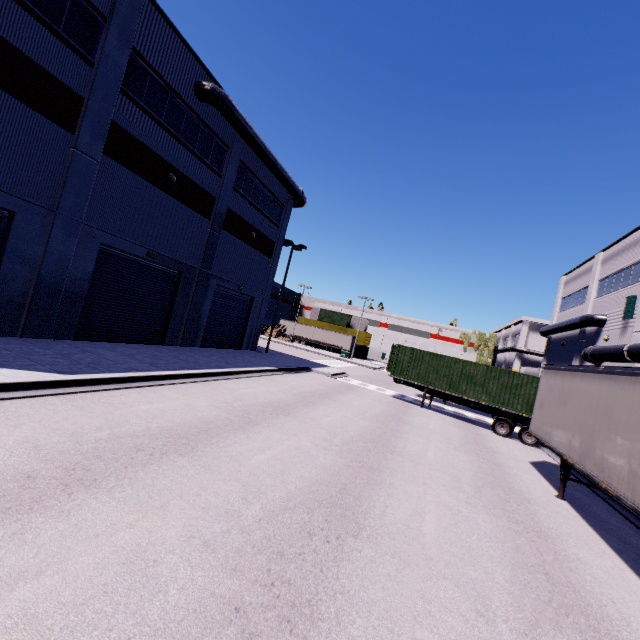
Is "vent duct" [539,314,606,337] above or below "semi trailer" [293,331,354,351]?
above

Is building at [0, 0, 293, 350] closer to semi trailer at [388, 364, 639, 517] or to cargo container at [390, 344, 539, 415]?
semi trailer at [388, 364, 639, 517]

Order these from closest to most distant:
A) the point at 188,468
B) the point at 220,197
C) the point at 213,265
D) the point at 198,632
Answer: the point at 198,632 → the point at 188,468 → the point at 220,197 → the point at 213,265

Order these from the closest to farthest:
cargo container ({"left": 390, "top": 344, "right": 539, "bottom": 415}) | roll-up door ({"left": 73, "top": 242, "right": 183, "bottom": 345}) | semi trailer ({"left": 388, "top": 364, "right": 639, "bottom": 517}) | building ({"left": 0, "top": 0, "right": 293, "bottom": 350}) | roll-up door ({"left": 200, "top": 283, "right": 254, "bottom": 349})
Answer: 1. semi trailer ({"left": 388, "top": 364, "right": 639, "bottom": 517})
2. building ({"left": 0, "top": 0, "right": 293, "bottom": 350})
3. roll-up door ({"left": 73, "top": 242, "right": 183, "bottom": 345})
4. cargo container ({"left": 390, "top": 344, "right": 539, "bottom": 415})
5. roll-up door ({"left": 200, "top": 283, "right": 254, "bottom": 349})

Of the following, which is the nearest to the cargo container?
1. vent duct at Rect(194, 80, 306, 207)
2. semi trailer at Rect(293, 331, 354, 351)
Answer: semi trailer at Rect(293, 331, 354, 351)

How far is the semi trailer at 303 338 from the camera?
57.16m

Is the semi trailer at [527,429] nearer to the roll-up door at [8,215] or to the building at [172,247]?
the building at [172,247]

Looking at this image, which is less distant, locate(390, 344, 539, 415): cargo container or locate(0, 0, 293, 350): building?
locate(0, 0, 293, 350): building
